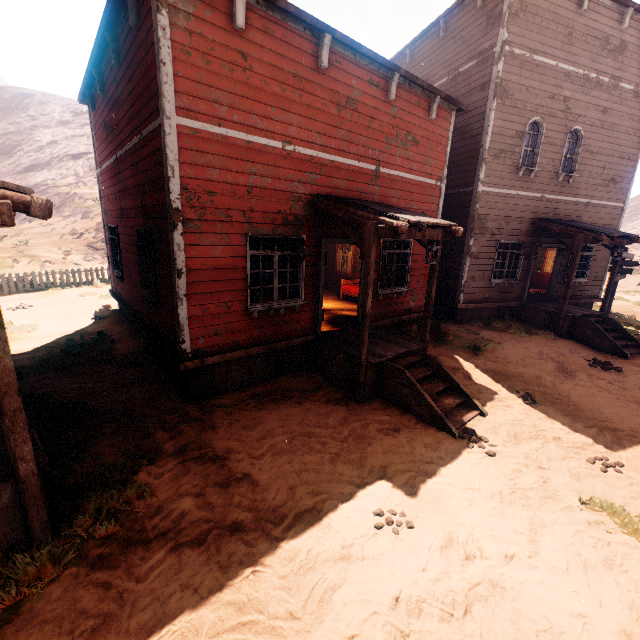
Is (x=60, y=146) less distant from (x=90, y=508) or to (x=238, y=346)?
(x=238, y=346)

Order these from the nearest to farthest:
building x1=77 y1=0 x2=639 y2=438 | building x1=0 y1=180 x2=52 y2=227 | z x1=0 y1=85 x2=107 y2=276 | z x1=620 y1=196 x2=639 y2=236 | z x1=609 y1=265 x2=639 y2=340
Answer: building x1=0 y1=180 x2=52 y2=227, building x1=77 y1=0 x2=639 y2=438, z x1=609 y1=265 x2=639 y2=340, z x1=0 y1=85 x2=107 y2=276, z x1=620 y1=196 x2=639 y2=236

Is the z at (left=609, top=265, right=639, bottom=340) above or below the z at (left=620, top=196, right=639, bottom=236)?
below

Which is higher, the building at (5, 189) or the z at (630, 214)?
the z at (630, 214)

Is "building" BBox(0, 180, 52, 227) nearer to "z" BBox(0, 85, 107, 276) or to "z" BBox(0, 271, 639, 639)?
"z" BBox(0, 271, 639, 639)

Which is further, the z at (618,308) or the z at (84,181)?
the z at (84,181)

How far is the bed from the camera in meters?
11.3 m

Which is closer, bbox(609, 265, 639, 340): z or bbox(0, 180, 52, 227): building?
bbox(0, 180, 52, 227): building
